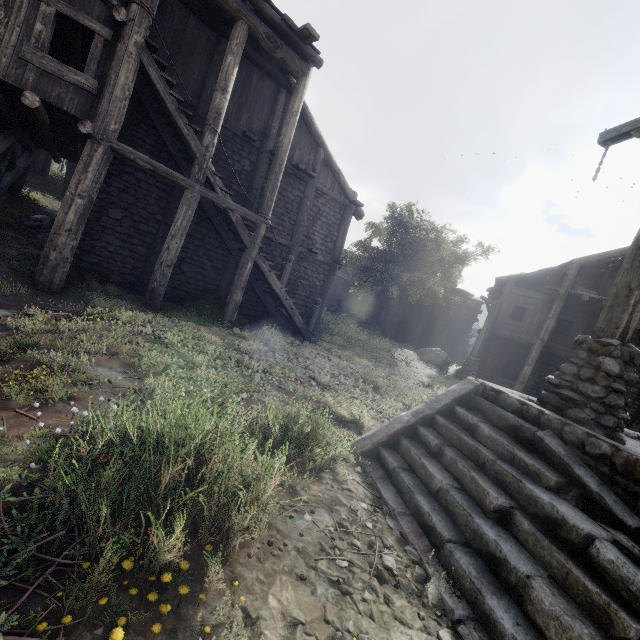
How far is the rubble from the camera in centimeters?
1123cm

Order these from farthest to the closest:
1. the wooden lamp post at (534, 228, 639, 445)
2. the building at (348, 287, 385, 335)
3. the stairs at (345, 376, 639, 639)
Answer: the building at (348, 287, 385, 335) → the wooden lamp post at (534, 228, 639, 445) → the stairs at (345, 376, 639, 639)

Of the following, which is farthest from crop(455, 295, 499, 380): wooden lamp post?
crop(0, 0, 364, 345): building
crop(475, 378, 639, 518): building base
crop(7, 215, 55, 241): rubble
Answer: crop(7, 215, 55, 241): rubble

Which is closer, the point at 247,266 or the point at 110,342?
the point at 110,342

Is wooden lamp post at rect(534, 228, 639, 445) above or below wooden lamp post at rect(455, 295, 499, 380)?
above

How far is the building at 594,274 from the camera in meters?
17.1 m

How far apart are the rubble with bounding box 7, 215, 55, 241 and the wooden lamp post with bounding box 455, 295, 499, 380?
19.4 meters

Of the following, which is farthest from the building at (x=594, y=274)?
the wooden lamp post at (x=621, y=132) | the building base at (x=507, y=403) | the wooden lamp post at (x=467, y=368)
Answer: the building base at (x=507, y=403)
